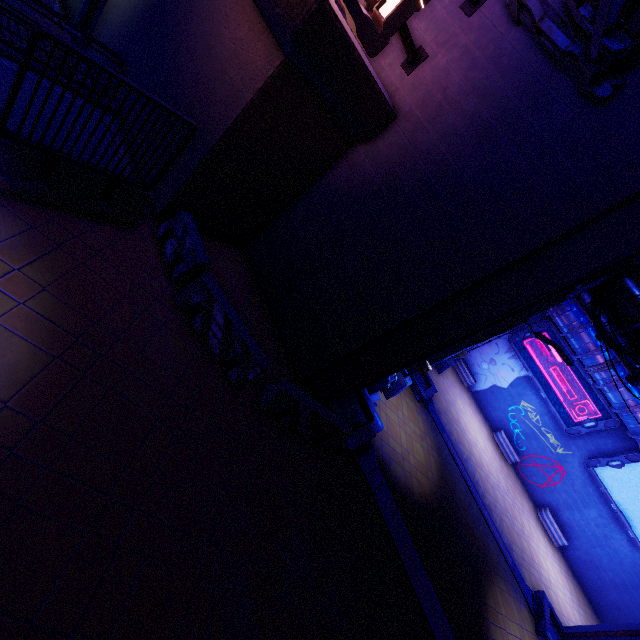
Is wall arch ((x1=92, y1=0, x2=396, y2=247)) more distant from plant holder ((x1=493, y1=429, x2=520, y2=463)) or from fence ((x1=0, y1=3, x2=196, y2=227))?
plant holder ((x1=493, y1=429, x2=520, y2=463))

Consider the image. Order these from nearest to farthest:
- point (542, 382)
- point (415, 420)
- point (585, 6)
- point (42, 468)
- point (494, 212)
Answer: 1. point (42, 468)
2. point (585, 6)
3. point (494, 212)
4. point (415, 420)
5. point (542, 382)

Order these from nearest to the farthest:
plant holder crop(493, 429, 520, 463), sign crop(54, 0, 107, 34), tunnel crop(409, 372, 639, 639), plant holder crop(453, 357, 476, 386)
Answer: sign crop(54, 0, 107, 34) < tunnel crop(409, 372, 639, 639) < plant holder crop(493, 429, 520, 463) < plant holder crop(453, 357, 476, 386)

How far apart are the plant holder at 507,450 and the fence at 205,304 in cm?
2287

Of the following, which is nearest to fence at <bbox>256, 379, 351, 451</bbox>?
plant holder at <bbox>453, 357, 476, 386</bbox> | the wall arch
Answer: the wall arch

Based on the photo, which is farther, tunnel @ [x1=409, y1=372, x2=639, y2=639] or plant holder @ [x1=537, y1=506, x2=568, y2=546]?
plant holder @ [x1=537, y1=506, x2=568, y2=546]

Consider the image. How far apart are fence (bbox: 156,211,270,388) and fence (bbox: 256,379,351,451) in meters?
0.5 m

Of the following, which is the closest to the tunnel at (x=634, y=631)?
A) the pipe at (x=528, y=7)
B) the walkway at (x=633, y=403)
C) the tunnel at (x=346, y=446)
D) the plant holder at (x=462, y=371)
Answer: the tunnel at (x=346, y=446)
